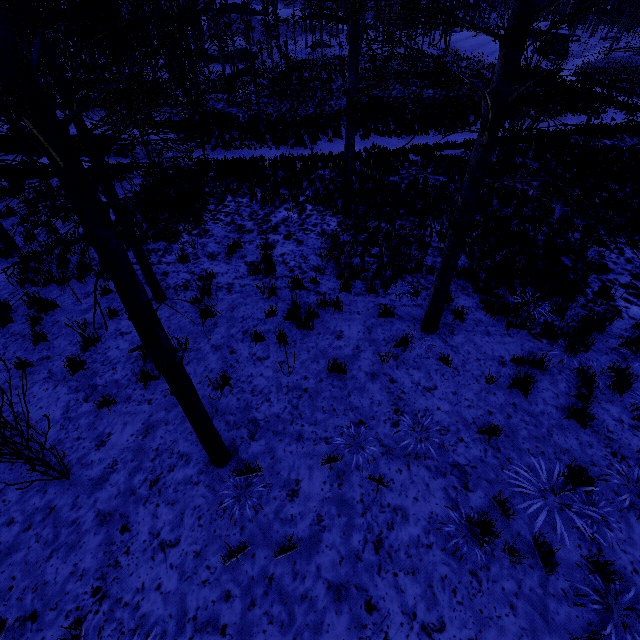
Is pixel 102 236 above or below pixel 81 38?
below

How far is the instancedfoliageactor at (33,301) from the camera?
6.3m

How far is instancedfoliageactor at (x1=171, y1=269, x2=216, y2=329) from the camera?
2.6m

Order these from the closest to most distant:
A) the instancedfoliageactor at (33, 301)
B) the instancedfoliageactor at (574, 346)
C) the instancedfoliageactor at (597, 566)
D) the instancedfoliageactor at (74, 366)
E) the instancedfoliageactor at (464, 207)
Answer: the instancedfoliageactor at (464, 207), the instancedfoliageactor at (597, 566), the instancedfoliageactor at (574, 346), the instancedfoliageactor at (74, 366), the instancedfoliageactor at (33, 301)

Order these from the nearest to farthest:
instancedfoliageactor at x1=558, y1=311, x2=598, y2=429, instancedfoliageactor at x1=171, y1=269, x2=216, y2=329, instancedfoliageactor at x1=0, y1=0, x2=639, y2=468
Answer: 1. instancedfoliageactor at x1=0, y1=0, x2=639, y2=468
2. instancedfoliageactor at x1=171, y1=269, x2=216, y2=329
3. instancedfoliageactor at x1=558, y1=311, x2=598, y2=429

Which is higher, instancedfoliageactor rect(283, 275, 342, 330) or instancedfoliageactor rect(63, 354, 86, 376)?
instancedfoliageactor rect(283, 275, 342, 330)

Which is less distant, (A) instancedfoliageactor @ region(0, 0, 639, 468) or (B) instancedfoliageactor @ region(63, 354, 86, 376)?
(A) instancedfoliageactor @ region(0, 0, 639, 468)
